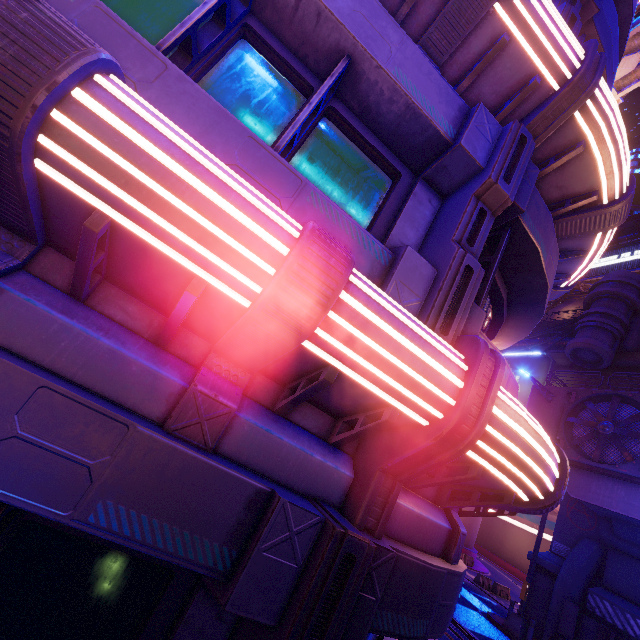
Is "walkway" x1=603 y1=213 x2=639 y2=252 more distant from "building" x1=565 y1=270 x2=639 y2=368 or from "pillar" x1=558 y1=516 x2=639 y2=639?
"pillar" x1=558 y1=516 x2=639 y2=639

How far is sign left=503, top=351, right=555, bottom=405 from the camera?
26.0m

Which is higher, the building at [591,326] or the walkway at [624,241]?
the walkway at [624,241]

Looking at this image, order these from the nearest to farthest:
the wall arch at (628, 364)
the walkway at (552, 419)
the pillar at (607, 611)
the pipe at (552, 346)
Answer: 1. the pillar at (607, 611)
2. the walkway at (552, 419)
3. the wall arch at (628, 364)
4. the pipe at (552, 346)

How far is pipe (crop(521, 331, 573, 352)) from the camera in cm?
2697

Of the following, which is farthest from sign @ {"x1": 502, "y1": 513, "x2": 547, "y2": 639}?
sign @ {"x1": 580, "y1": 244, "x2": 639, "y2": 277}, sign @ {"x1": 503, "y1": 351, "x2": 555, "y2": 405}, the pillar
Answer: sign @ {"x1": 580, "y1": 244, "x2": 639, "y2": 277}

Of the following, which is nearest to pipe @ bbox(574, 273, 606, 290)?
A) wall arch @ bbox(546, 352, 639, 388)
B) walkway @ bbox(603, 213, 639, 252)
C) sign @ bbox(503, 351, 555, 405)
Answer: walkway @ bbox(603, 213, 639, 252)

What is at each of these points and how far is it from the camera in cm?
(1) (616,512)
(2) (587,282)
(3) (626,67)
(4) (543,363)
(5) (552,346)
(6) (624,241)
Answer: (1) walkway, 1476
(2) pipe, 4547
(3) pipe, 1433
(4) sign, 2653
(5) pipe, 2797
(6) walkway, 4328
